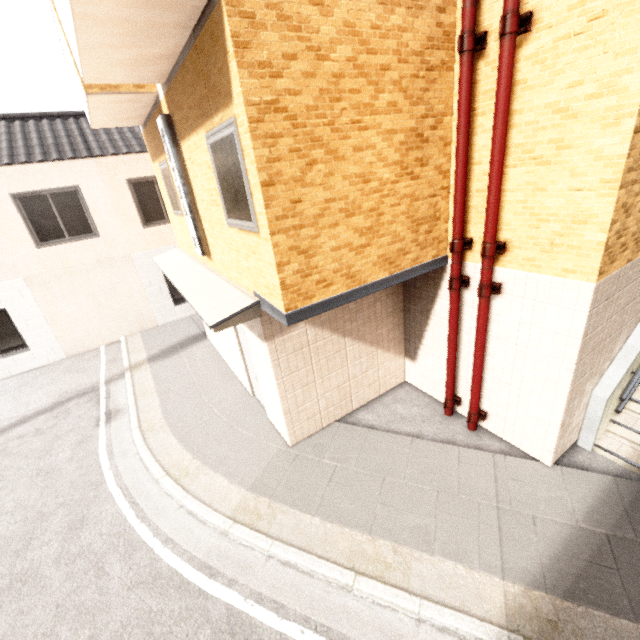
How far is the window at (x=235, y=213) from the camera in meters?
3.5 m

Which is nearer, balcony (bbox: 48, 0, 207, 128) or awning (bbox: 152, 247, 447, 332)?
balcony (bbox: 48, 0, 207, 128)

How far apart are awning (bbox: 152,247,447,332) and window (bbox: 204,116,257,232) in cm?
92

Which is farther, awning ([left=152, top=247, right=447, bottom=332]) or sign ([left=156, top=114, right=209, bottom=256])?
sign ([left=156, top=114, right=209, bottom=256])

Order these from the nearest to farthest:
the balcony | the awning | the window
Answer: the balcony
the window
the awning

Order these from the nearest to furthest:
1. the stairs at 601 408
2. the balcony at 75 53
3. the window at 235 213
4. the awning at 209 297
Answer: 1. the balcony at 75 53
2. the window at 235 213
3. the awning at 209 297
4. the stairs at 601 408

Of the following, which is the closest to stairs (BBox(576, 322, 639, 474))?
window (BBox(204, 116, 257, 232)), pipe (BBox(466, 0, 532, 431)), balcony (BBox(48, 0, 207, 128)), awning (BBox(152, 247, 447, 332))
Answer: pipe (BBox(466, 0, 532, 431))

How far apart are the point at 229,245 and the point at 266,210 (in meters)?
1.73
